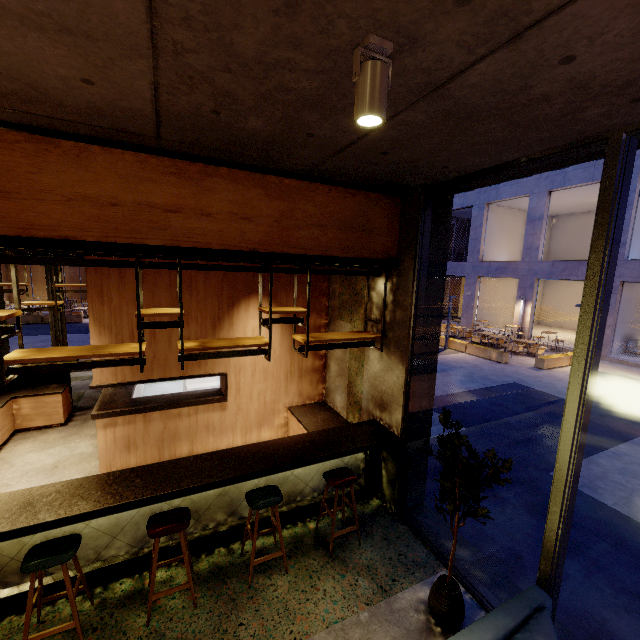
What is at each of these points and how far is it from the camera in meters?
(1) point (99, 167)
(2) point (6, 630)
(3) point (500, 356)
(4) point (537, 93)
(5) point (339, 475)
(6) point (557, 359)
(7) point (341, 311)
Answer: (1) bar shelf, 2.9
(2) building, 3.1
(3) planter, 14.9
(4) building, 1.9
(5) chair, 4.1
(6) planter, 14.4
(7) building, 6.0

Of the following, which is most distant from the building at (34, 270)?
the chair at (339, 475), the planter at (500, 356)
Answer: the chair at (339, 475)

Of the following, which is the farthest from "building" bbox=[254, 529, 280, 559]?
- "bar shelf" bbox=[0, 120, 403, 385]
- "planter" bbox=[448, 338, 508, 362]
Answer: "planter" bbox=[448, 338, 508, 362]

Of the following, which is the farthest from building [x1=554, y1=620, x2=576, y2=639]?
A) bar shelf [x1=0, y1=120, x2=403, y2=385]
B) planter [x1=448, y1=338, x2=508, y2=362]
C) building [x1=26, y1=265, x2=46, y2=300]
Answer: building [x1=26, y1=265, x2=46, y2=300]

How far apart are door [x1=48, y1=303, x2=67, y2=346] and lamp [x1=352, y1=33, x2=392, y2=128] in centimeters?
1114cm

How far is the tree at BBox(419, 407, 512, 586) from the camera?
2.8m

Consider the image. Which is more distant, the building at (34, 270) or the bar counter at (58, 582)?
the building at (34, 270)

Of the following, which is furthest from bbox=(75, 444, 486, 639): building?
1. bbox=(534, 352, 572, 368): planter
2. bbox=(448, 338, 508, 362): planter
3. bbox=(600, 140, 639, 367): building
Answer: bbox=(600, 140, 639, 367): building
